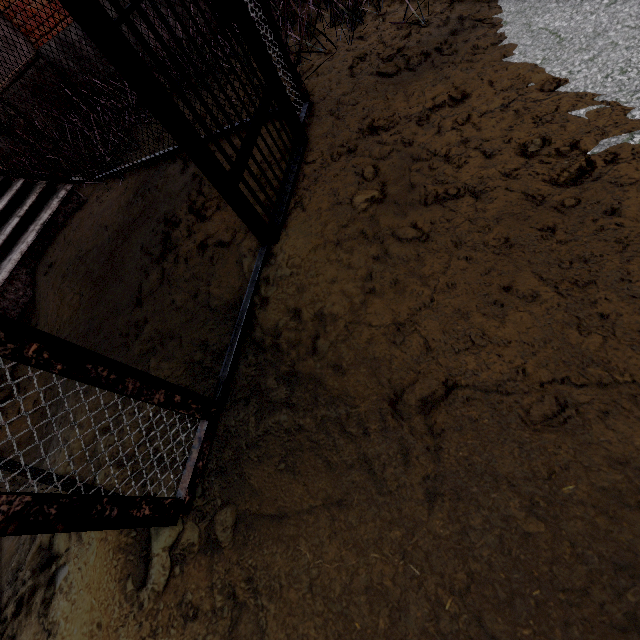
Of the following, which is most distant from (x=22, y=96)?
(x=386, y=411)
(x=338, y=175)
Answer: (x=386, y=411)
